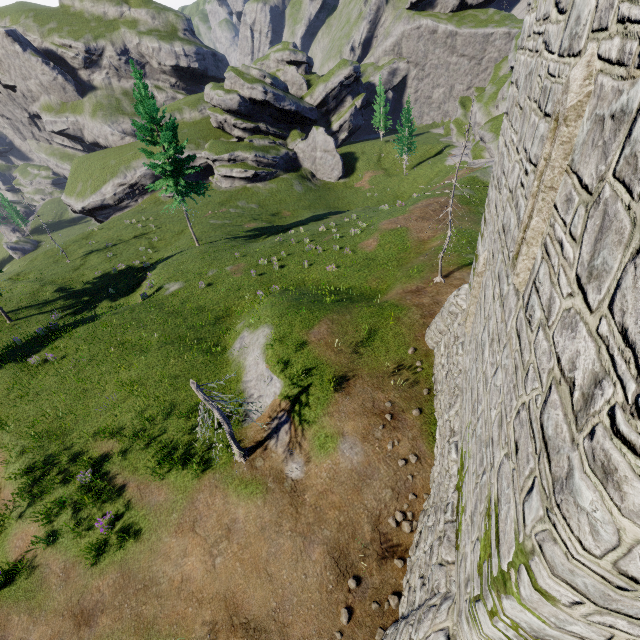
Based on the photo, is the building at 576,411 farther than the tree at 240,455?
No

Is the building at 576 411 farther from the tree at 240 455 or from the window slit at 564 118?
the tree at 240 455

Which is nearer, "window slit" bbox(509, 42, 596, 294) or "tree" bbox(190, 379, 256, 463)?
"window slit" bbox(509, 42, 596, 294)

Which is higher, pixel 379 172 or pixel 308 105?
pixel 308 105

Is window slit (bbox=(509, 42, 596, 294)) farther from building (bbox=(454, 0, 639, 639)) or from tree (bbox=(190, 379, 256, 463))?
tree (bbox=(190, 379, 256, 463))

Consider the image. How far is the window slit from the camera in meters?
3.0

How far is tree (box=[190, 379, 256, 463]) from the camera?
10.34m

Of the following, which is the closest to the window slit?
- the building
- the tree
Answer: the building
